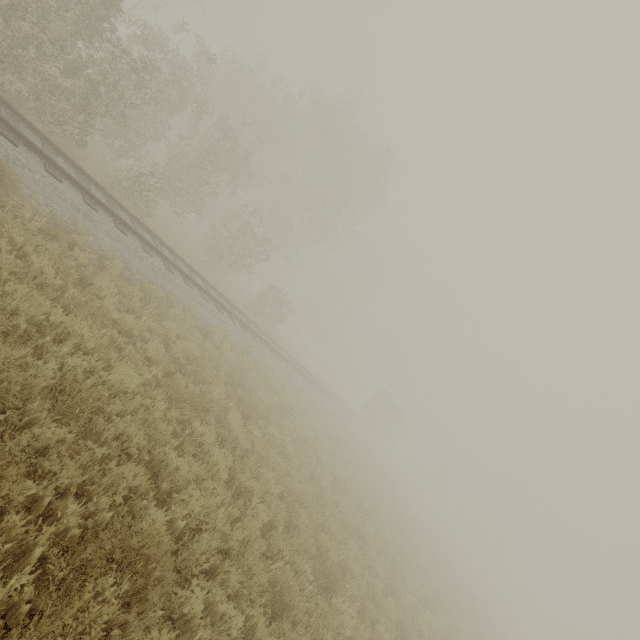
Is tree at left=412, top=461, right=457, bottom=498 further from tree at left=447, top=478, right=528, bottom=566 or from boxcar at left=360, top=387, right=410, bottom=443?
tree at left=447, top=478, right=528, bottom=566

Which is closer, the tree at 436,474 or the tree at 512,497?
the tree at 436,474

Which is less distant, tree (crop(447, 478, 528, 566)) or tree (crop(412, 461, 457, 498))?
tree (crop(412, 461, 457, 498))

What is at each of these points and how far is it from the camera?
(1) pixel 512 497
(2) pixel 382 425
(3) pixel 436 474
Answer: (1) tree, 56.4 meters
(2) boxcar, 39.5 meters
(3) tree, 51.6 meters

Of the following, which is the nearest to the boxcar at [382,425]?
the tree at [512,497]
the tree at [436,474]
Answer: the tree at [436,474]

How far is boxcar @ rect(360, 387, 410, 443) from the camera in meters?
39.1 m

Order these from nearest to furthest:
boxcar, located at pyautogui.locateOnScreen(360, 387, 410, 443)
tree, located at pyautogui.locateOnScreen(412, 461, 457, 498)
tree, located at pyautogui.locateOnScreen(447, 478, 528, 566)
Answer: boxcar, located at pyautogui.locateOnScreen(360, 387, 410, 443) → tree, located at pyautogui.locateOnScreen(412, 461, 457, 498) → tree, located at pyautogui.locateOnScreen(447, 478, 528, 566)
